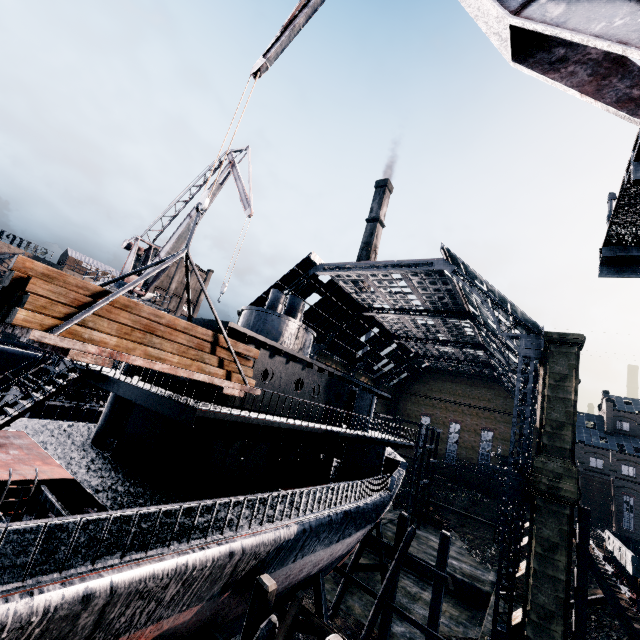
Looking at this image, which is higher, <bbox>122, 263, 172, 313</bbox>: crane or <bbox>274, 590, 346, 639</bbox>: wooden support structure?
<bbox>122, 263, 172, 313</bbox>: crane

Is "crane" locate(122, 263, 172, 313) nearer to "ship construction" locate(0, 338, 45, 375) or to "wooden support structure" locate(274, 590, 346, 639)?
"ship construction" locate(0, 338, 45, 375)

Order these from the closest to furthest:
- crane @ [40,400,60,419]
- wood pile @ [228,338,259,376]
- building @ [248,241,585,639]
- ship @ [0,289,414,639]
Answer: ship @ [0,289,414,639]
wood pile @ [228,338,259,376]
building @ [248,241,585,639]
crane @ [40,400,60,419]

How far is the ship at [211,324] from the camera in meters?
12.0 m

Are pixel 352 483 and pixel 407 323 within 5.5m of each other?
no

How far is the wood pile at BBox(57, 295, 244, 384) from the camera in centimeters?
675cm

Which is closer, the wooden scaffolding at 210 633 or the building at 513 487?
the wooden scaffolding at 210 633

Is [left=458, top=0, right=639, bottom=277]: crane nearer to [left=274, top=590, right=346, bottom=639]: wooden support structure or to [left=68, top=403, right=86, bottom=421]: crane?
[left=274, top=590, right=346, bottom=639]: wooden support structure
